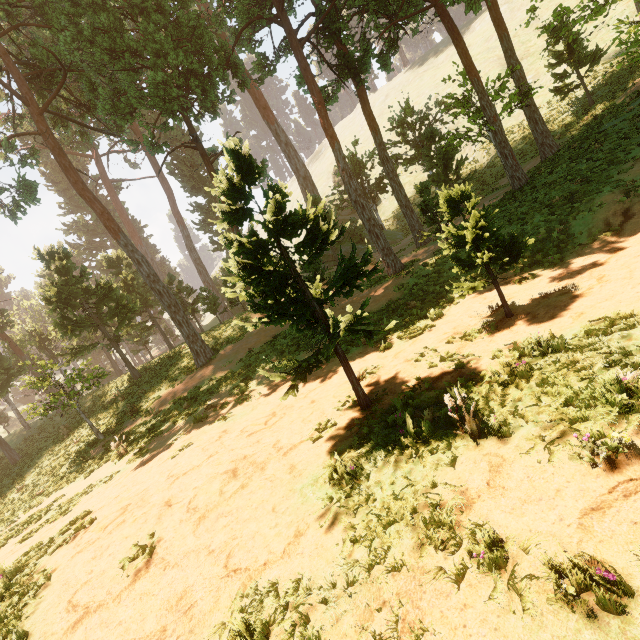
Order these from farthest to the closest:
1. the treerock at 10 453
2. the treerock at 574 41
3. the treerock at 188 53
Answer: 1. the treerock at 10 453
2. the treerock at 574 41
3. the treerock at 188 53

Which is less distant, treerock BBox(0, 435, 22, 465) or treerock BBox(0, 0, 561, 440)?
treerock BBox(0, 0, 561, 440)

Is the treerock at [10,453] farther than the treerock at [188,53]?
Yes

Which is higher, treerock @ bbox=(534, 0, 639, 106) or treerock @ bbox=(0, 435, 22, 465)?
treerock @ bbox=(534, 0, 639, 106)

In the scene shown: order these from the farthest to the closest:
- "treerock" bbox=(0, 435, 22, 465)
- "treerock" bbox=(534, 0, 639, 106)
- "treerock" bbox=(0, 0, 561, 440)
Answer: "treerock" bbox=(0, 435, 22, 465)
"treerock" bbox=(534, 0, 639, 106)
"treerock" bbox=(0, 0, 561, 440)

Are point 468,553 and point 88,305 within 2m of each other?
no
